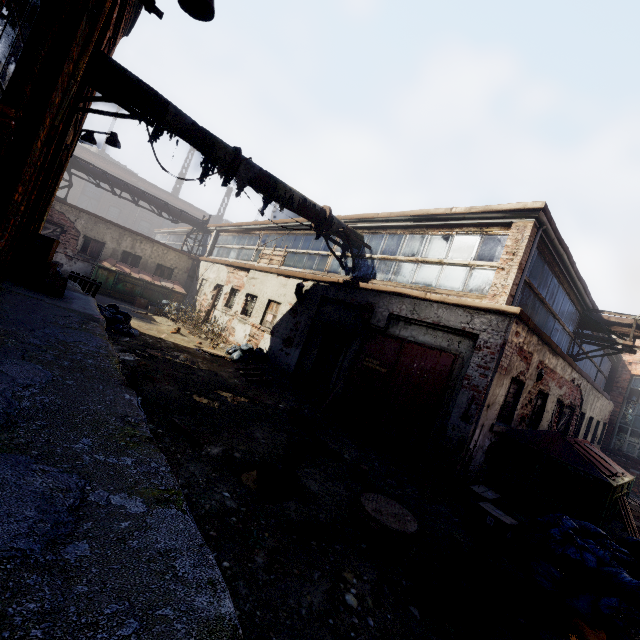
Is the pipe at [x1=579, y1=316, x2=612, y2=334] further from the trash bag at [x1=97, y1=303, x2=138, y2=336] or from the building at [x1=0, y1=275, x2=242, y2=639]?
the trash bag at [x1=97, y1=303, x2=138, y2=336]

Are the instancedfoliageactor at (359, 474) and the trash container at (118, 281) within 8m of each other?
no

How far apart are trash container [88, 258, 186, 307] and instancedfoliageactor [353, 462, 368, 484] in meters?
15.8

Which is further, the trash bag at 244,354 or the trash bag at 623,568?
the trash bag at 244,354

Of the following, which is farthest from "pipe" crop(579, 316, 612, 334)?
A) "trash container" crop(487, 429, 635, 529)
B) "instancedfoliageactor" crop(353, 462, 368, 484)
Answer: "instancedfoliageactor" crop(353, 462, 368, 484)

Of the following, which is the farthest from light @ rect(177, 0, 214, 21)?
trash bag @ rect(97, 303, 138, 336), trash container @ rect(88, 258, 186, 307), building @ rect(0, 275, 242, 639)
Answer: trash container @ rect(88, 258, 186, 307)

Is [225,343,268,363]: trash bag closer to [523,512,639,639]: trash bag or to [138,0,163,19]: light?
[523,512,639,639]: trash bag

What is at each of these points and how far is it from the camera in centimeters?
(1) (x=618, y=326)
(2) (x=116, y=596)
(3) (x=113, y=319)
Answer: (1) pipe, 1060cm
(2) building, 126cm
(3) trash bag, 977cm
